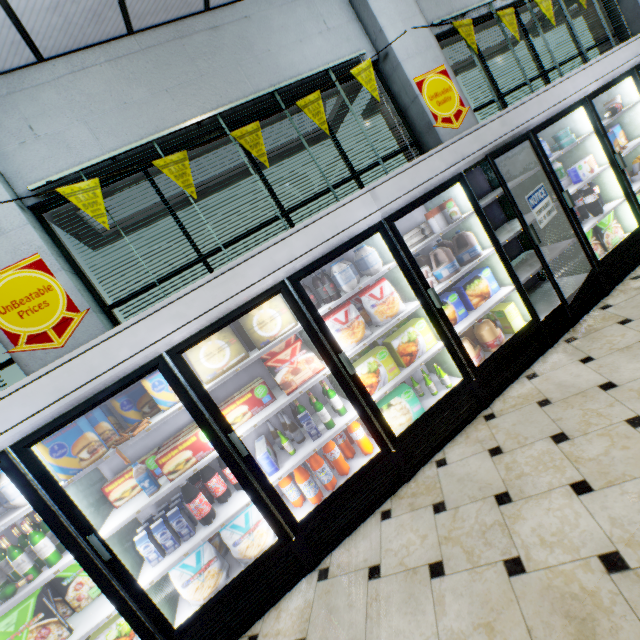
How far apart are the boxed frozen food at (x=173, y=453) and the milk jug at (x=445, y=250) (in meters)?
2.39

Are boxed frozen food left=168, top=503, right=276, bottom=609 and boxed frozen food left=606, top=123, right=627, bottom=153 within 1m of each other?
no

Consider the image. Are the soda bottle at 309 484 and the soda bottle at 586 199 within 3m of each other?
no

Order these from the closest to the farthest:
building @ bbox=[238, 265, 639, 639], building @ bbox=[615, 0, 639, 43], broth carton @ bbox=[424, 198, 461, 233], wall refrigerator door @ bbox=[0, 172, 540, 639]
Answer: building @ bbox=[238, 265, 639, 639]
wall refrigerator door @ bbox=[0, 172, 540, 639]
broth carton @ bbox=[424, 198, 461, 233]
building @ bbox=[615, 0, 639, 43]

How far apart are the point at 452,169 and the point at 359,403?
2.3m

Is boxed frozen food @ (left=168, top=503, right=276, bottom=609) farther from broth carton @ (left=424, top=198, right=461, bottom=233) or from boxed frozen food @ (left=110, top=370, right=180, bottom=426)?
broth carton @ (left=424, top=198, right=461, bottom=233)

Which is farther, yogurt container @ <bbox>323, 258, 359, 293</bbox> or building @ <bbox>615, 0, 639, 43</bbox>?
building @ <bbox>615, 0, 639, 43</bbox>

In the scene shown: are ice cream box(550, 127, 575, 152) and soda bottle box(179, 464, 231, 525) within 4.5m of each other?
no
